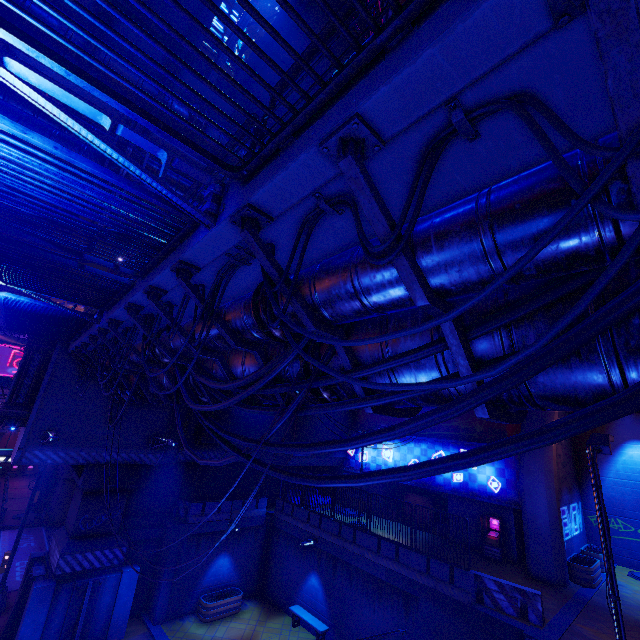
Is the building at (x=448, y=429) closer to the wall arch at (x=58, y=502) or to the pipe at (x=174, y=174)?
the pipe at (x=174, y=174)

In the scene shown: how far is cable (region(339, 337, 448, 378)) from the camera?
3.46m

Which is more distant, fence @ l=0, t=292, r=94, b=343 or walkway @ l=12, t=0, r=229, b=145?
fence @ l=0, t=292, r=94, b=343

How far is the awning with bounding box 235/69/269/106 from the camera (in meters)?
8.81

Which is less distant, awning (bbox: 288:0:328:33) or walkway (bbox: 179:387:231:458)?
awning (bbox: 288:0:328:33)

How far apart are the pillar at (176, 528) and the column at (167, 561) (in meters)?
0.02

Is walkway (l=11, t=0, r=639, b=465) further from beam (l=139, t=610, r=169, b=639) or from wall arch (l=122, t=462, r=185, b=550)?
beam (l=139, t=610, r=169, b=639)

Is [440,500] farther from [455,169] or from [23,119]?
[23,119]
